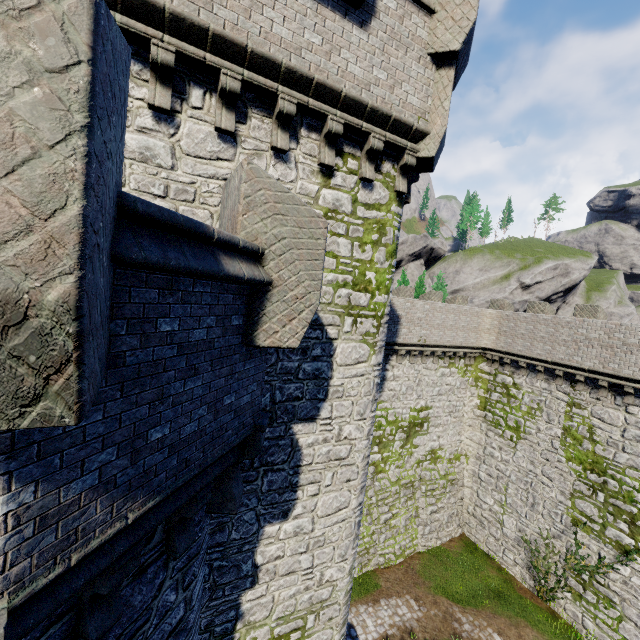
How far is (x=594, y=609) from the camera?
16.0 meters
